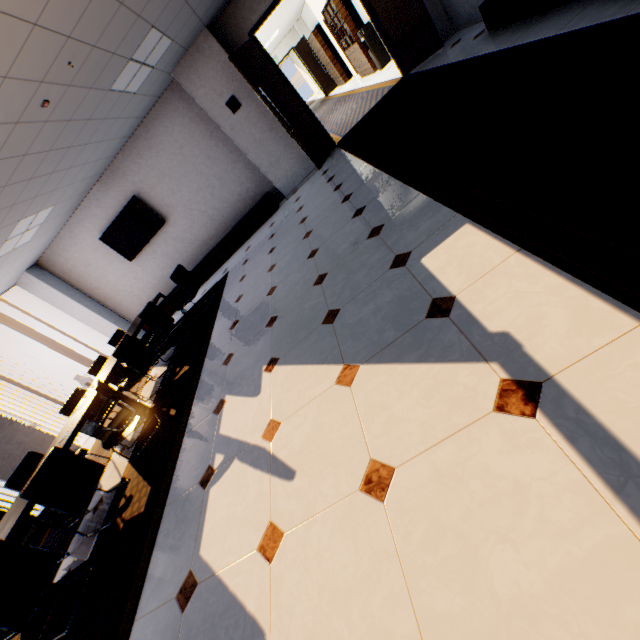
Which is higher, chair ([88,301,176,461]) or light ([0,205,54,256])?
light ([0,205,54,256])

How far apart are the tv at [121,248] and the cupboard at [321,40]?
10.8m

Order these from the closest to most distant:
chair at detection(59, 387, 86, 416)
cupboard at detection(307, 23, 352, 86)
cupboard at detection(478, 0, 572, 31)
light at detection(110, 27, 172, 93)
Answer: cupboard at detection(478, 0, 572, 31)
light at detection(110, 27, 172, 93)
chair at detection(59, 387, 86, 416)
cupboard at detection(307, 23, 352, 86)

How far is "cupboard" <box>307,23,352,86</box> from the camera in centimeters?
1268cm

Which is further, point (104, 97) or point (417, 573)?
point (104, 97)

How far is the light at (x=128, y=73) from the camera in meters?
4.2

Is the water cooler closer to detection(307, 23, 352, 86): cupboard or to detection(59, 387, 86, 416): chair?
detection(307, 23, 352, 86): cupboard

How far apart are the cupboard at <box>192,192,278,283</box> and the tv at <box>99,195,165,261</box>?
1.2 meters
